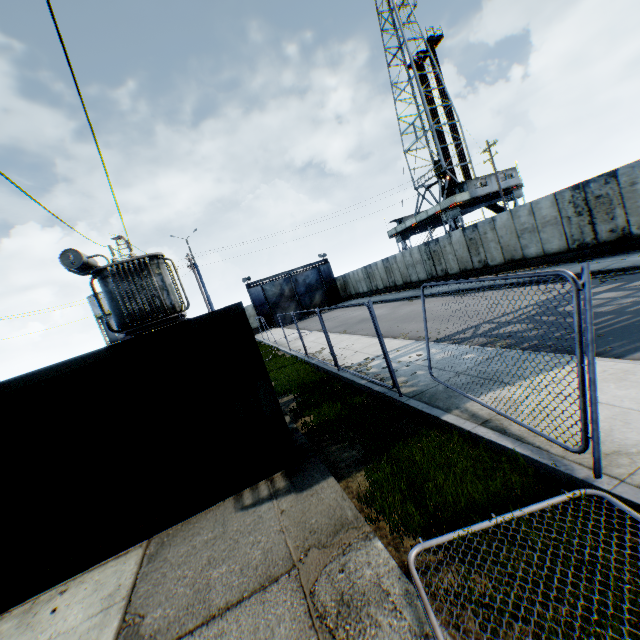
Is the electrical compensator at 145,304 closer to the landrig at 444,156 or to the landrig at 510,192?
the landrig at 510,192

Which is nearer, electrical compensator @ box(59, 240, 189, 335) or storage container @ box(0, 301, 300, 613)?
→ storage container @ box(0, 301, 300, 613)

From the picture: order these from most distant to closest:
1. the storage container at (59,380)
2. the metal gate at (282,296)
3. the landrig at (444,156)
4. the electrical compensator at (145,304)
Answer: the metal gate at (282,296) < the landrig at (444,156) < the electrical compensator at (145,304) < the storage container at (59,380)

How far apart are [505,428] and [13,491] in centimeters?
707cm

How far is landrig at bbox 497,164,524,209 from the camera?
33.4 meters

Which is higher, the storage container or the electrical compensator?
the electrical compensator

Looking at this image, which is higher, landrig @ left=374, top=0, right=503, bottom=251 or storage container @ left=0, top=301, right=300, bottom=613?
Answer: landrig @ left=374, top=0, right=503, bottom=251

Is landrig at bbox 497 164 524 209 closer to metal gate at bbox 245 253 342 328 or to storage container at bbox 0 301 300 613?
metal gate at bbox 245 253 342 328
